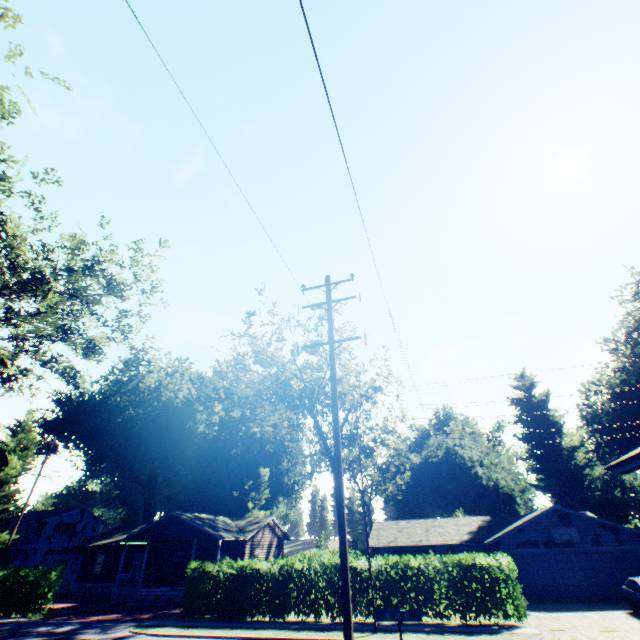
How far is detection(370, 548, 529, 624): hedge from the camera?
16.5m

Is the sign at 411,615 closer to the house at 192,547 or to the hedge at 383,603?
the hedge at 383,603

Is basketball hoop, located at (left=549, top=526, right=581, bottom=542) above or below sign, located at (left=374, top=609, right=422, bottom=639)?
above

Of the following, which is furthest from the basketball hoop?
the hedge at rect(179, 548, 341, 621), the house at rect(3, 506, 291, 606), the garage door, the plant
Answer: the plant

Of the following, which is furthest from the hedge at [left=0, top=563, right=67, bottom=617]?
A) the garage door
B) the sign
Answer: the garage door

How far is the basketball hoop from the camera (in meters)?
23.70

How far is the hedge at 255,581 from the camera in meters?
18.6

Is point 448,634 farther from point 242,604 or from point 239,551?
point 239,551
